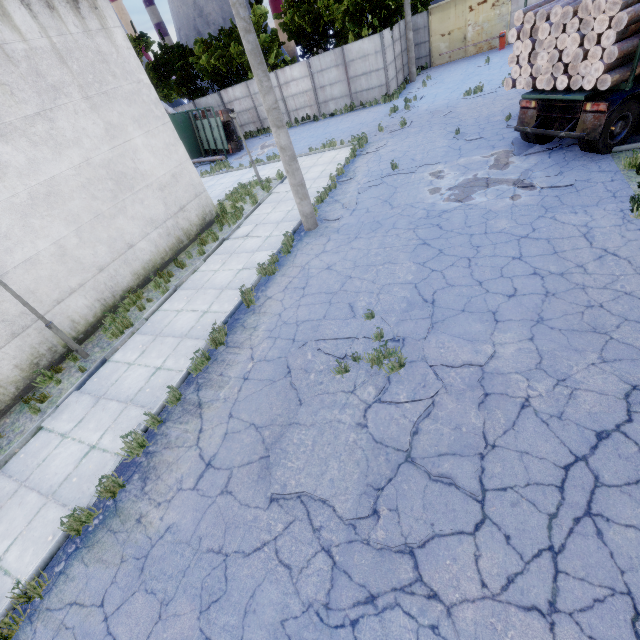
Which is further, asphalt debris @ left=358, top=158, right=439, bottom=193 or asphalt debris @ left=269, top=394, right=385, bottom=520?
asphalt debris @ left=358, top=158, right=439, bottom=193

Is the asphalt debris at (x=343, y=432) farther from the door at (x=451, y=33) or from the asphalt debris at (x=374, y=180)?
the door at (x=451, y=33)

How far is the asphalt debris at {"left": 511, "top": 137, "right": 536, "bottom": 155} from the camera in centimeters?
1060cm

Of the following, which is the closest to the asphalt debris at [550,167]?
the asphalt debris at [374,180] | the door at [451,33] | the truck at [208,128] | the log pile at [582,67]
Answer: the log pile at [582,67]

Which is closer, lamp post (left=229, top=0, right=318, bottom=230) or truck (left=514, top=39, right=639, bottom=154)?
lamp post (left=229, top=0, right=318, bottom=230)

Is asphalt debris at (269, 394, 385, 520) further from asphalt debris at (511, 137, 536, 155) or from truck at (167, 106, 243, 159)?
truck at (167, 106, 243, 159)

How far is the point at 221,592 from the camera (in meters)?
4.00

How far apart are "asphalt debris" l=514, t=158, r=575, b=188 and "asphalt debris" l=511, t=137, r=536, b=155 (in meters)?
0.54
